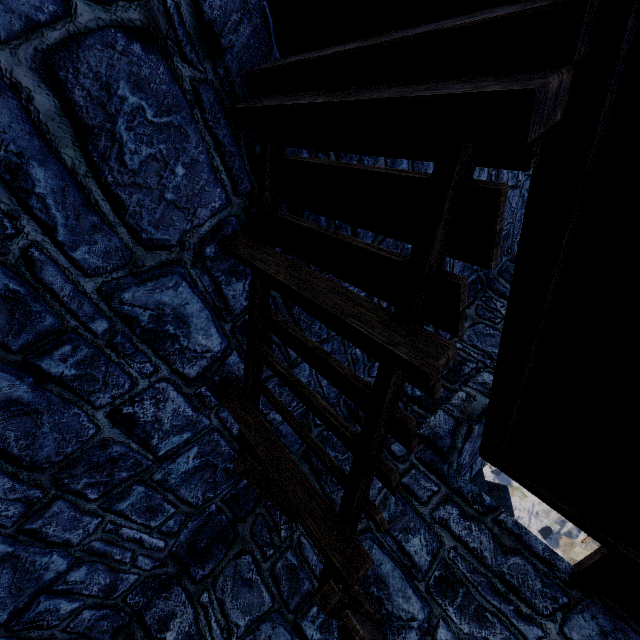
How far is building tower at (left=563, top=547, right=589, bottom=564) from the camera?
28.23m

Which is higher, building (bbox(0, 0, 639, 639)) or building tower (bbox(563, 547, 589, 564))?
building tower (bbox(563, 547, 589, 564))

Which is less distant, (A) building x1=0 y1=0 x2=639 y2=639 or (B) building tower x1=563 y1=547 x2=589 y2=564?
(A) building x1=0 y1=0 x2=639 y2=639

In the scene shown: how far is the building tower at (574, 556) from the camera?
28.2 meters

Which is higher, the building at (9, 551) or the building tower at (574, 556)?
the building tower at (574, 556)

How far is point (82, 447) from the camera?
2.7m
